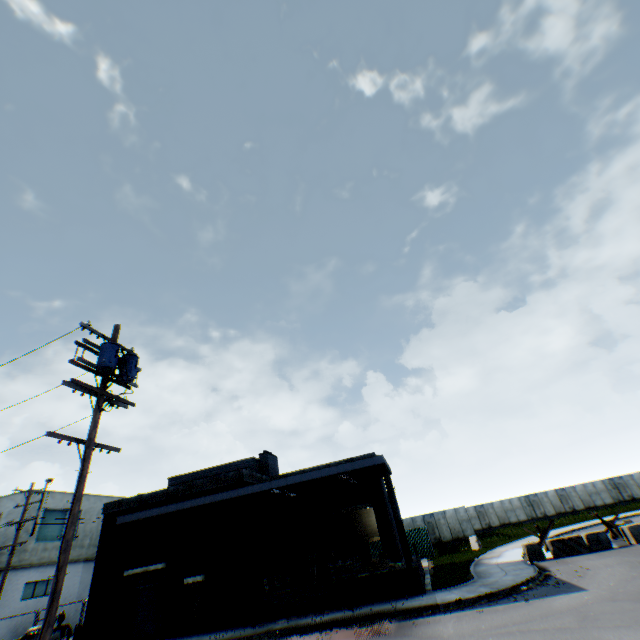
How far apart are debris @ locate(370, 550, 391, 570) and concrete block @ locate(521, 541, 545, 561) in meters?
8.5 m

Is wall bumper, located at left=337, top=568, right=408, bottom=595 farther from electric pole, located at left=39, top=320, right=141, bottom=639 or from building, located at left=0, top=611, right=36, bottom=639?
building, located at left=0, top=611, right=36, bottom=639

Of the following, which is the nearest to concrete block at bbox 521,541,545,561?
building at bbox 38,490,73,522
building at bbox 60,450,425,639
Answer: building at bbox 60,450,425,639

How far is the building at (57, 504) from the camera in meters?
26.2 m

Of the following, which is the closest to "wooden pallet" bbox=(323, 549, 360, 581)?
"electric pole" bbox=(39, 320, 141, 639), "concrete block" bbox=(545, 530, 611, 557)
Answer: "concrete block" bbox=(545, 530, 611, 557)

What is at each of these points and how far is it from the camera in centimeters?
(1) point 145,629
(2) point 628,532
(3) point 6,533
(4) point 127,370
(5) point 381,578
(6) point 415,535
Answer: (1) building, 1727cm
(2) concrete block, 1767cm
(3) building, 2417cm
(4) electric pole, 1016cm
(5) wall bumper, 1549cm
(6) metal fence, 3064cm

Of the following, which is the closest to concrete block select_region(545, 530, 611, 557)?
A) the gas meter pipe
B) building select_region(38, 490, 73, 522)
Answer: the gas meter pipe

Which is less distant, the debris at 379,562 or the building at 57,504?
the debris at 379,562
